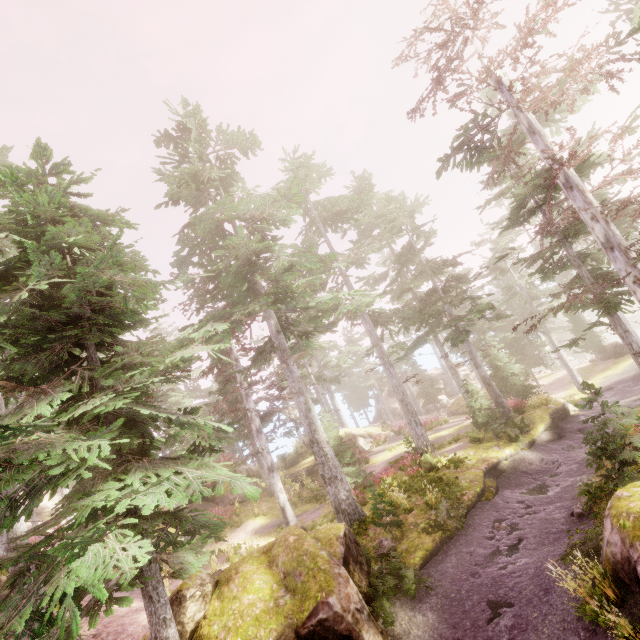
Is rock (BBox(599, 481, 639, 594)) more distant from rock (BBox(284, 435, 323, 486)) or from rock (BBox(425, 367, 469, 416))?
rock (BBox(425, 367, 469, 416))

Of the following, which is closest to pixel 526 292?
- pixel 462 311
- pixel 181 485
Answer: pixel 462 311

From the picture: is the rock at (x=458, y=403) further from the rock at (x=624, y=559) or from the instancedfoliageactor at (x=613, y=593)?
the rock at (x=624, y=559)

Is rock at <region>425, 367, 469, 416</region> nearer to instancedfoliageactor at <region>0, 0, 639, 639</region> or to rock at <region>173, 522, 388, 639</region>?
instancedfoliageactor at <region>0, 0, 639, 639</region>

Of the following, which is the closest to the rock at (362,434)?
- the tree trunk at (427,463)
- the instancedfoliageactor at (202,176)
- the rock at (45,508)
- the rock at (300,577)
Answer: the instancedfoliageactor at (202,176)

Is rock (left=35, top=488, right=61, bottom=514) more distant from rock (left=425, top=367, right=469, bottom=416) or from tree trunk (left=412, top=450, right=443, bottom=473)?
rock (left=425, top=367, right=469, bottom=416)

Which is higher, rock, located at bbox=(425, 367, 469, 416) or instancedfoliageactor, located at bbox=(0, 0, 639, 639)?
instancedfoliageactor, located at bbox=(0, 0, 639, 639)

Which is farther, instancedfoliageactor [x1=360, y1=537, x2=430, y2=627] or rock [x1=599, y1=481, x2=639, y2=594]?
instancedfoliageactor [x1=360, y1=537, x2=430, y2=627]
